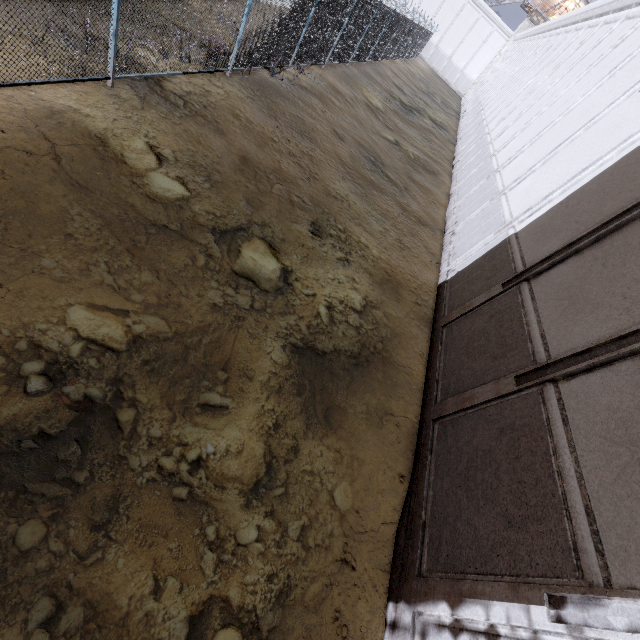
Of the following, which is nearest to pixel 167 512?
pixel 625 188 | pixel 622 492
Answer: pixel 622 492
